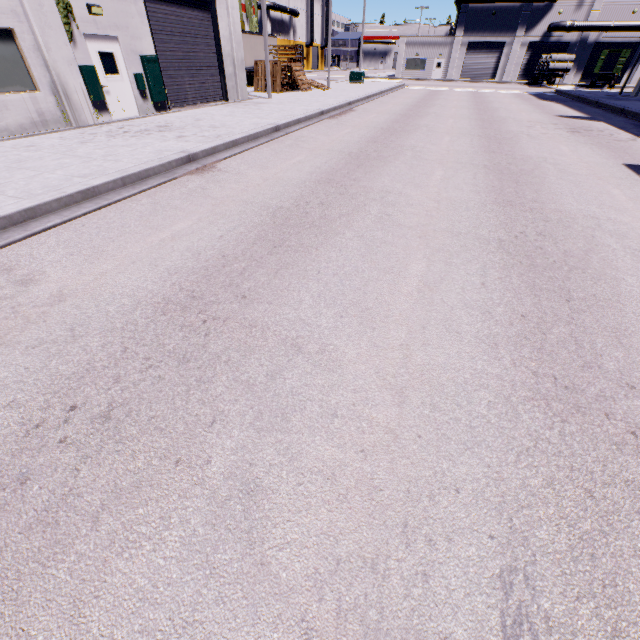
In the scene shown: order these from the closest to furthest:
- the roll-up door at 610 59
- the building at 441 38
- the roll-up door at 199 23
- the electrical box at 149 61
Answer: the electrical box at 149 61, the roll-up door at 199 23, the building at 441 38, the roll-up door at 610 59

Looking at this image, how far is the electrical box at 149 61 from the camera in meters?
13.0

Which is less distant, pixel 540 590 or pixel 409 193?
pixel 540 590

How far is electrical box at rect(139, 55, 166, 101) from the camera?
13.0 meters

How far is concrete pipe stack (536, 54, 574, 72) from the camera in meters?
36.5

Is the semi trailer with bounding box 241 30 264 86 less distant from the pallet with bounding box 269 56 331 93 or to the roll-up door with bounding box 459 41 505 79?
the roll-up door with bounding box 459 41 505 79

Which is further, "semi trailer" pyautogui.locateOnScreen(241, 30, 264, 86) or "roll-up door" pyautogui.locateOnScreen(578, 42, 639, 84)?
"roll-up door" pyautogui.locateOnScreen(578, 42, 639, 84)

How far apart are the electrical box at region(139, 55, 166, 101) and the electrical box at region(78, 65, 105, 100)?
2.38m
